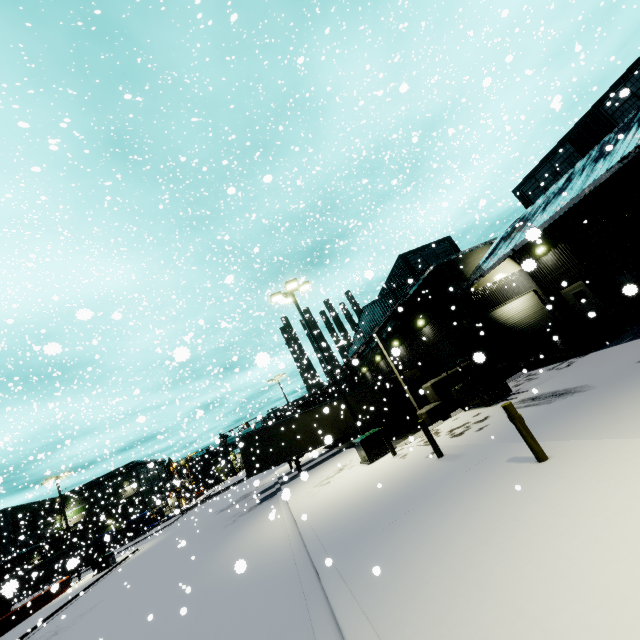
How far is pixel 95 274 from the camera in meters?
25.5 m

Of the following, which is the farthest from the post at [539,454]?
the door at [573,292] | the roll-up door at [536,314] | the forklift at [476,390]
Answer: the door at [573,292]

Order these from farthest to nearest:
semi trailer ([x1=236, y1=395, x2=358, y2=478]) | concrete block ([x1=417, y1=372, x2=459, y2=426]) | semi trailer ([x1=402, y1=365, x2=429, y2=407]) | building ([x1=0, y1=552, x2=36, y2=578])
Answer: building ([x1=0, y1=552, x2=36, y2=578])
semi trailer ([x1=402, y1=365, x2=429, y2=407])
semi trailer ([x1=236, y1=395, x2=358, y2=478])
concrete block ([x1=417, y1=372, x2=459, y2=426])

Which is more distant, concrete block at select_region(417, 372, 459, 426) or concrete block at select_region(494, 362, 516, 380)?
concrete block at select_region(494, 362, 516, 380)

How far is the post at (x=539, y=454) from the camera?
6.1 meters

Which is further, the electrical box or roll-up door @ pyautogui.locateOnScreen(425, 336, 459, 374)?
roll-up door @ pyautogui.locateOnScreen(425, 336, 459, 374)

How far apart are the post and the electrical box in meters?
8.5

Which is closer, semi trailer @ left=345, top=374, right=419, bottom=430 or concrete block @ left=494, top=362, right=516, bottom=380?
concrete block @ left=494, top=362, right=516, bottom=380
